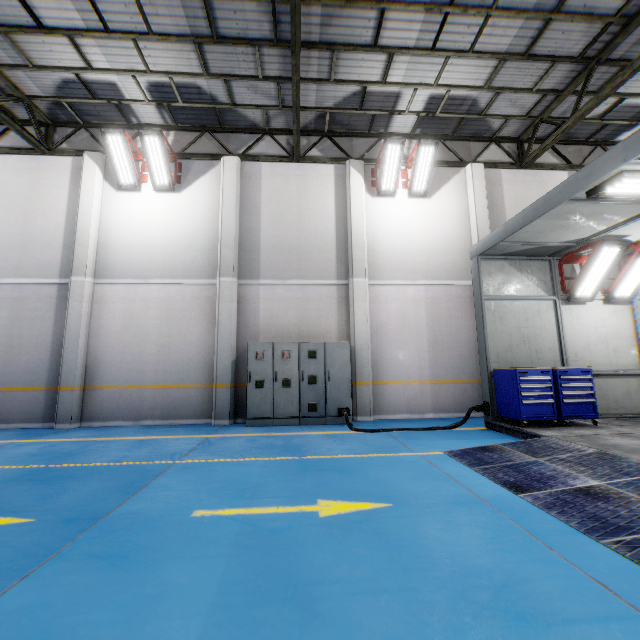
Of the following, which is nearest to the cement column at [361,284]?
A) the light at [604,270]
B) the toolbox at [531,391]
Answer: the toolbox at [531,391]

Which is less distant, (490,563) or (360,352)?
(490,563)

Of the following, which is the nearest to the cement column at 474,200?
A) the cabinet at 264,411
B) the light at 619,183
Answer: the cabinet at 264,411

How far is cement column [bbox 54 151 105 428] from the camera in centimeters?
854cm

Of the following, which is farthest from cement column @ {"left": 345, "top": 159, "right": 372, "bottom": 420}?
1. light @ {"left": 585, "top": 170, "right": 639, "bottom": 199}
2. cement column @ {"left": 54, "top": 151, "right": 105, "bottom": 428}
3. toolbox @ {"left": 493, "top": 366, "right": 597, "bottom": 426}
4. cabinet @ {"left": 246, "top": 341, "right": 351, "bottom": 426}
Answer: cement column @ {"left": 54, "top": 151, "right": 105, "bottom": 428}

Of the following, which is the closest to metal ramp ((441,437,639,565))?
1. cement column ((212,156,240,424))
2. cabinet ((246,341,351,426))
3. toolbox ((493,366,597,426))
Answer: toolbox ((493,366,597,426))

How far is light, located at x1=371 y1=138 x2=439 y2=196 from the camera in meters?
9.4

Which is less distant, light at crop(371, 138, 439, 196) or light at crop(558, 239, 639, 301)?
light at crop(558, 239, 639, 301)
